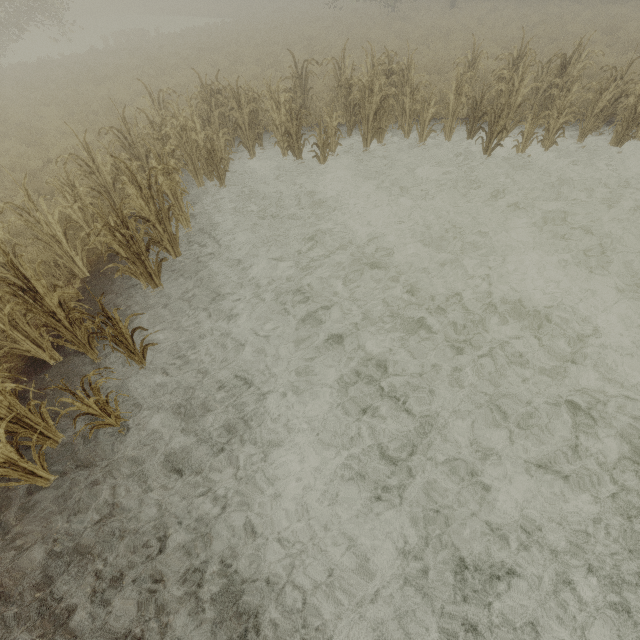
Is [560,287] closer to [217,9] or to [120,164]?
[120,164]

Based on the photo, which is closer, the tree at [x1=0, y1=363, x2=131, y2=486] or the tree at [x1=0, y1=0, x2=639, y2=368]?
the tree at [x1=0, y1=363, x2=131, y2=486]

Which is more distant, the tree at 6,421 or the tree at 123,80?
the tree at 123,80
